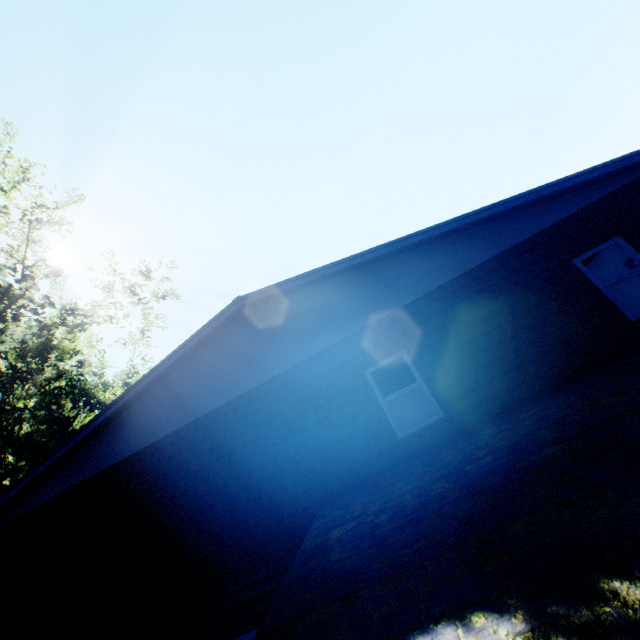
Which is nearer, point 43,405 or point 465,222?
point 465,222
